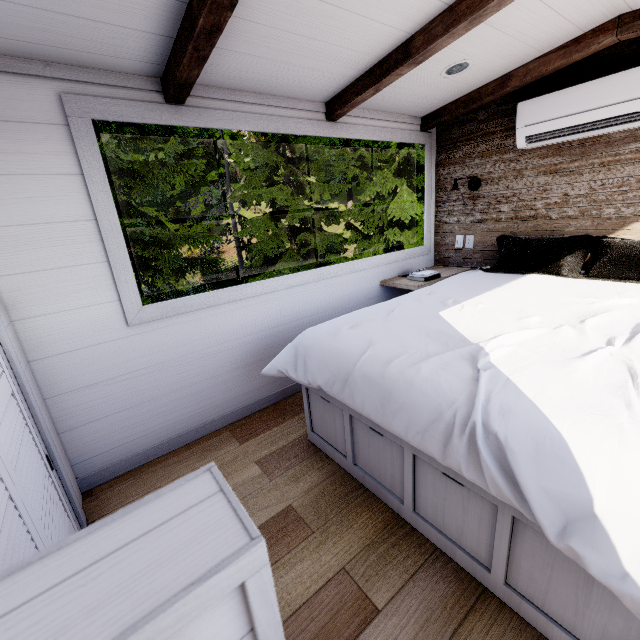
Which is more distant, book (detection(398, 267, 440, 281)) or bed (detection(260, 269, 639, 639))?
book (detection(398, 267, 440, 281))

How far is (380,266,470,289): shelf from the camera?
2.85m

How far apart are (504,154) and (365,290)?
1.7 meters

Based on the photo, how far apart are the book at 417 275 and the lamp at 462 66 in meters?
1.5

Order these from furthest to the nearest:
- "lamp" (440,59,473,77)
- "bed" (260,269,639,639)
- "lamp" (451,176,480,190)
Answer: "lamp" (451,176,480,190), "lamp" (440,59,473,77), "bed" (260,269,639,639)

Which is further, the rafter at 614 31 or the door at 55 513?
the rafter at 614 31

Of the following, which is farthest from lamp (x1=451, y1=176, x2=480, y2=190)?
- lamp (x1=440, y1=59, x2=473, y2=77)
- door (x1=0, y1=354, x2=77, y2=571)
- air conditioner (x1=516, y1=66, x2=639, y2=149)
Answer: door (x1=0, y1=354, x2=77, y2=571)

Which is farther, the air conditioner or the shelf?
the shelf
